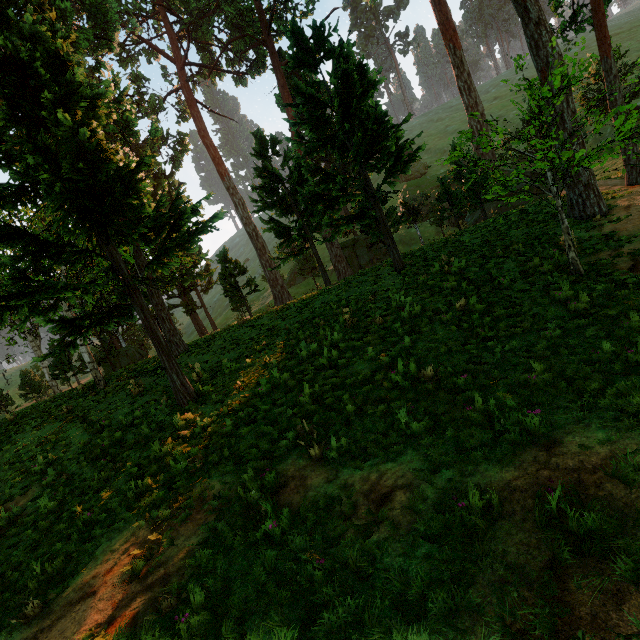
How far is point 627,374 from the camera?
5.03m
